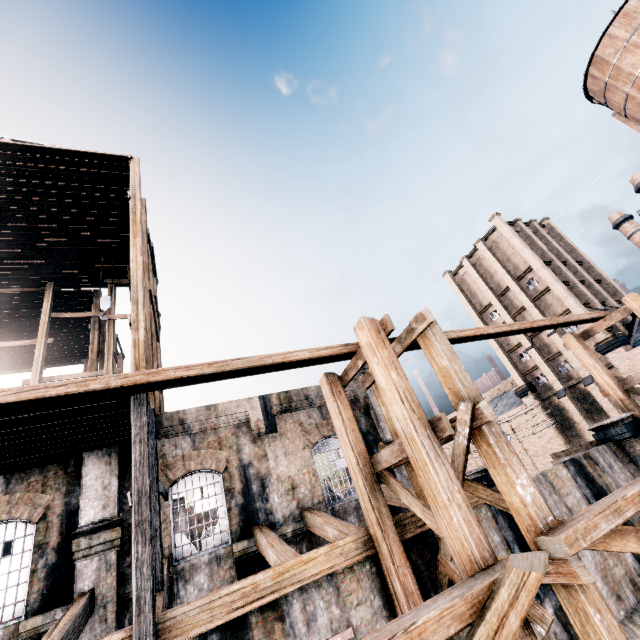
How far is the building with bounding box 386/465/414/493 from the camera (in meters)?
14.73

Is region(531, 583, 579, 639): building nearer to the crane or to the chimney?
the crane

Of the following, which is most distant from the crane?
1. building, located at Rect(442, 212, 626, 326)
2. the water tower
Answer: building, located at Rect(442, 212, 626, 326)

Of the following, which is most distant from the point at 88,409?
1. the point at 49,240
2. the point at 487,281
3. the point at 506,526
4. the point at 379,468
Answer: the point at 487,281

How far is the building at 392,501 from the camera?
8.8 meters

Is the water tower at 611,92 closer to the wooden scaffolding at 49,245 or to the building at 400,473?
the building at 400,473

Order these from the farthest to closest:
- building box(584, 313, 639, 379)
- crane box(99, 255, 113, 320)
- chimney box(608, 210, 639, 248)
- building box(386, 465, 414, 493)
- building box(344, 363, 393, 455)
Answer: chimney box(608, 210, 639, 248), building box(584, 313, 639, 379), crane box(99, 255, 113, 320), building box(344, 363, 393, 455), building box(386, 465, 414, 493)

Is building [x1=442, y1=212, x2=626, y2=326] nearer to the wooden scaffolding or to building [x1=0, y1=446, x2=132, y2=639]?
building [x1=0, y1=446, x2=132, y2=639]
